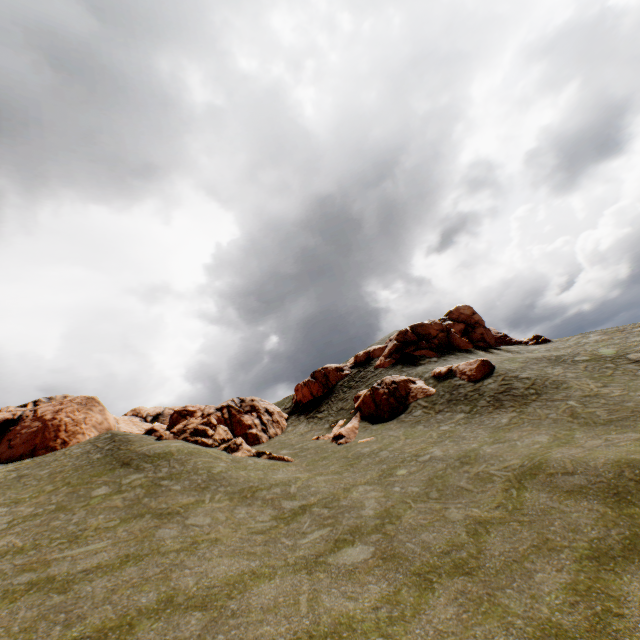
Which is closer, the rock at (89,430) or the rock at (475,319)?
the rock at (89,430)

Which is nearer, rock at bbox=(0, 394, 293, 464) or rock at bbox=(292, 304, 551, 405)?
rock at bbox=(0, 394, 293, 464)

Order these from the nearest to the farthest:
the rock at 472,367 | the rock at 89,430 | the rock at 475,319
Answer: the rock at 89,430 → the rock at 472,367 → the rock at 475,319

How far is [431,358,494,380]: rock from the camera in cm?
2602

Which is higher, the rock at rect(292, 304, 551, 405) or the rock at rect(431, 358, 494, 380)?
the rock at rect(292, 304, 551, 405)

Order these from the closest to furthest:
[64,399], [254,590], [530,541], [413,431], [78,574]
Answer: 1. [254,590]
2. [530,541]
3. [78,574]
4. [413,431]
5. [64,399]
